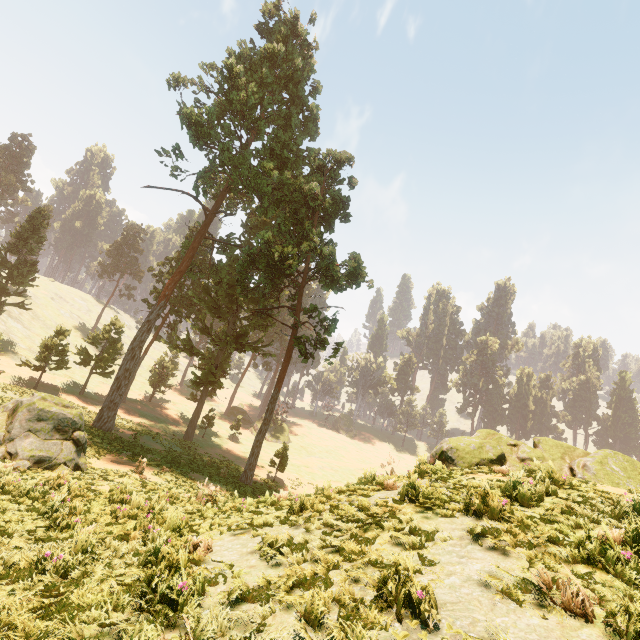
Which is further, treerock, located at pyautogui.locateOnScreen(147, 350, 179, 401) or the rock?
treerock, located at pyautogui.locateOnScreen(147, 350, 179, 401)

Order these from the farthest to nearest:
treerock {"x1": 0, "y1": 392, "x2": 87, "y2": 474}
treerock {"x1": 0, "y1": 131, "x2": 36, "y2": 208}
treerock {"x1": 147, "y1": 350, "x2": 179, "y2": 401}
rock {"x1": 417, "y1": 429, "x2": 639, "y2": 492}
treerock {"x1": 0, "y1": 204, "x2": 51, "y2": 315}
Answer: treerock {"x1": 0, "y1": 131, "x2": 36, "y2": 208}, treerock {"x1": 147, "y1": 350, "x2": 179, "y2": 401}, treerock {"x1": 0, "y1": 204, "x2": 51, "y2": 315}, treerock {"x1": 0, "y1": 392, "x2": 87, "y2": 474}, rock {"x1": 417, "y1": 429, "x2": 639, "y2": 492}

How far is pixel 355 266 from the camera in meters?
25.2 m

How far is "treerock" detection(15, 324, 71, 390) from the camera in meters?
29.2 m

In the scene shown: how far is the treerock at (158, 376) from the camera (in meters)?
45.53

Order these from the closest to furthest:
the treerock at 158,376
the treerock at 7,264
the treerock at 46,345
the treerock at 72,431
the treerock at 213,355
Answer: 1. the treerock at 72,431
2. the treerock at 213,355
3. the treerock at 46,345
4. the treerock at 7,264
5. the treerock at 158,376
